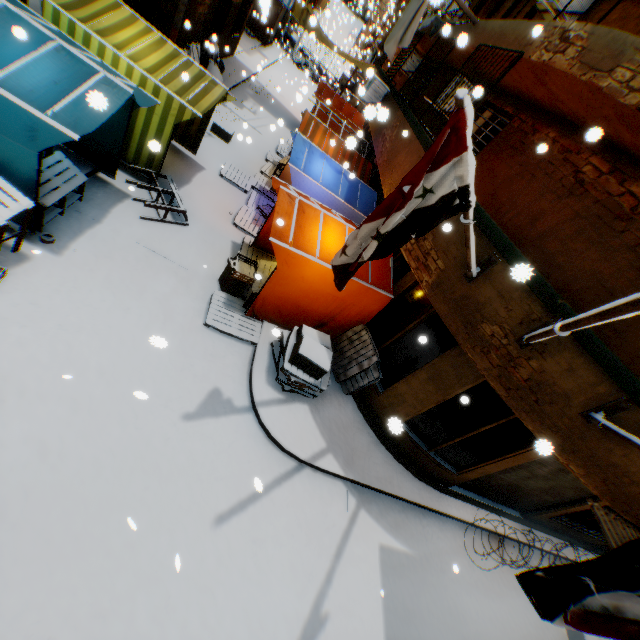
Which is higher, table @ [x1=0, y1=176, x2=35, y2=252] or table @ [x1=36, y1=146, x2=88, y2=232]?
table @ [x1=0, y1=176, x2=35, y2=252]

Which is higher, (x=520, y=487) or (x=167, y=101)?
(x=167, y=101)

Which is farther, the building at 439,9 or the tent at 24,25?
the tent at 24,25

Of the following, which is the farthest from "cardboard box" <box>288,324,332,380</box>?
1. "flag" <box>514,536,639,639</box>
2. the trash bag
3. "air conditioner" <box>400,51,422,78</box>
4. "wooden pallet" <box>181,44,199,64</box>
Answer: "wooden pallet" <box>181,44,199,64</box>

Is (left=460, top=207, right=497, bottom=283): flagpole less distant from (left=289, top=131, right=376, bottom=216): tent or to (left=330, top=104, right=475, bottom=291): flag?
(left=330, top=104, right=475, bottom=291): flag

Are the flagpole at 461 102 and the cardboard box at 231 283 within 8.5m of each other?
yes

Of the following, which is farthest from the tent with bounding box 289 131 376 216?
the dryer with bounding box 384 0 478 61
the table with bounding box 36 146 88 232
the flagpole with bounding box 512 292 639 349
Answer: the flagpole with bounding box 512 292 639 349

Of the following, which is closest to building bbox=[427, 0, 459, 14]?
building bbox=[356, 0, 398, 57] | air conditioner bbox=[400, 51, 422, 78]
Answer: air conditioner bbox=[400, 51, 422, 78]
